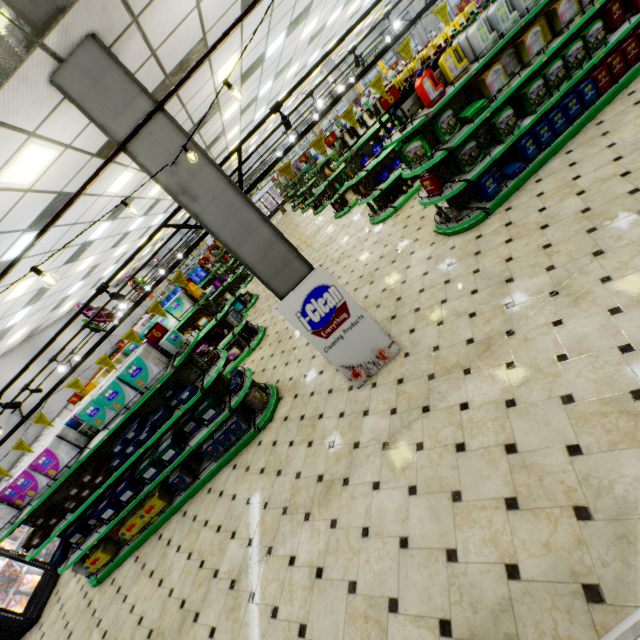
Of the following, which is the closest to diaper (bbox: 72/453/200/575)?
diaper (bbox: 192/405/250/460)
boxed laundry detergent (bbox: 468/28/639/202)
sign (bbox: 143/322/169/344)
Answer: diaper (bbox: 192/405/250/460)

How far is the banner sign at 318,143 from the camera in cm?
427

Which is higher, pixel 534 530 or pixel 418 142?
pixel 418 142

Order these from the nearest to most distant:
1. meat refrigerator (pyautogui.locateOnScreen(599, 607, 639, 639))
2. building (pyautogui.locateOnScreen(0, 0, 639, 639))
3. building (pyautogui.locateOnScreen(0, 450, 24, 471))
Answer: meat refrigerator (pyautogui.locateOnScreen(599, 607, 639, 639))
building (pyautogui.locateOnScreen(0, 0, 639, 639))
building (pyautogui.locateOnScreen(0, 450, 24, 471))

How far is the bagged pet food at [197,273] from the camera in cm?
1157

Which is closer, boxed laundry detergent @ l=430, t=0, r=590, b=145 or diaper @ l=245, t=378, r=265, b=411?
boxed laundry detergent @ l=430, t=0, r=590, b=145

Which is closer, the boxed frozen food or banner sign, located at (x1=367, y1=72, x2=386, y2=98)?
banner sign, located at (x1=367, y1=72, x2=386, y2=98)

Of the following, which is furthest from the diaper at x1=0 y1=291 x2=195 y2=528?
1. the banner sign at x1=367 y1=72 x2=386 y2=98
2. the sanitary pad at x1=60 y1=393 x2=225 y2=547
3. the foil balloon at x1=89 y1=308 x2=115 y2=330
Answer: the banner sign at x1=367 y1=72 x2=386 y2=98
